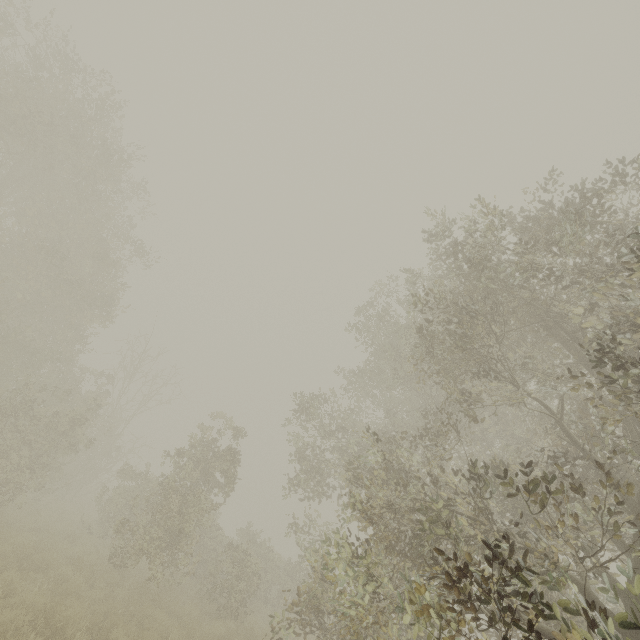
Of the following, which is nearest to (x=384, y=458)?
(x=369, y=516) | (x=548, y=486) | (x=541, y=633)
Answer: (x=369, y=516)
